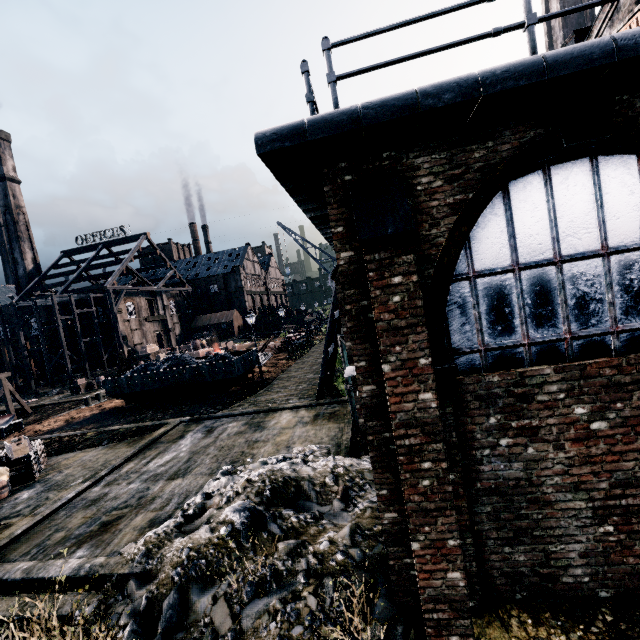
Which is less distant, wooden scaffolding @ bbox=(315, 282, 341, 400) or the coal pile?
wooden scaffolding @ bbox=(315, 282, 341, 400)

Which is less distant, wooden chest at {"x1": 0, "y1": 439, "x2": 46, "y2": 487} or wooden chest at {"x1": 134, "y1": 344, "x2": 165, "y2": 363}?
wooden chest at {"x1": 0, "y1": 439, "x2": 46, "y2": 487}

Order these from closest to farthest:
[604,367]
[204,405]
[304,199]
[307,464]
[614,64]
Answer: [614,64] → [604,367] → [304,199] → [307,464] → [204,405]

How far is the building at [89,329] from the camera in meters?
51.7

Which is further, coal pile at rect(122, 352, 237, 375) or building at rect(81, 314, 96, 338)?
building at rect(81, 314, 96, 338)

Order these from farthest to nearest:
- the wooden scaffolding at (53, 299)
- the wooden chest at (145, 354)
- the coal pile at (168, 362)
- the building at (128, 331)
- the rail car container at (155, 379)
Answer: the building at (128, 331), the wooden chest at (145, 354), the wooden scaffolding at (53, 299), the coal pile at (168, 362), the rail car container at (155, 379)

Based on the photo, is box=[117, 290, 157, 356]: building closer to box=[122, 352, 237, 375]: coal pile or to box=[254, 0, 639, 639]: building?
box=[254, 0, 639, 639]: building

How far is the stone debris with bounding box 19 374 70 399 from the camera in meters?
40.1
